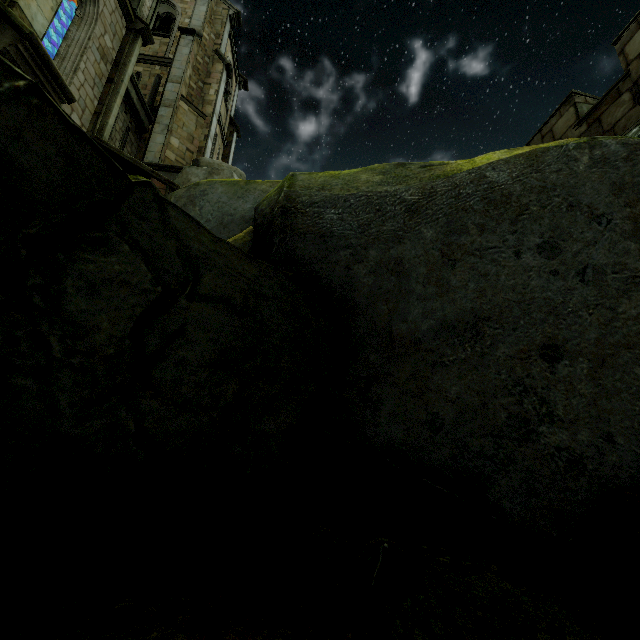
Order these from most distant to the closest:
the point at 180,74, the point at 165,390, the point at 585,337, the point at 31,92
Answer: the point at 180,74
the point at 585,337
the point at 165,390
the point at 31,92

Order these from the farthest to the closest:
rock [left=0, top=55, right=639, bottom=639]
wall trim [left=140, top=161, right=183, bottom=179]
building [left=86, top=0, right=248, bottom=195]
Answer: wall trim [left=140, top=161, right=183, bottom=179]
building [left=86, top=0, right=248, bottom=195]
rock [left=0, top=55, right=639, bottom=639]

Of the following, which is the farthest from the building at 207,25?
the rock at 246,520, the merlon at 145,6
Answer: the merlon at 145,6

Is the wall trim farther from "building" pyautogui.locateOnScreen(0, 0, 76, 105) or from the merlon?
the merlon

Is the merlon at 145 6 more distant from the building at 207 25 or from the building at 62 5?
the building at 207 25

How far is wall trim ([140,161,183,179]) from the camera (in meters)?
14.06

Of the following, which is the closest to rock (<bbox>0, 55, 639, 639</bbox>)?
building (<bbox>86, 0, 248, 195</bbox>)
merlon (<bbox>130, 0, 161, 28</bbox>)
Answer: building (<bbox>86, 0, 248, 195</bbox>)

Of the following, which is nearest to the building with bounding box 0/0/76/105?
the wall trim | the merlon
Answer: the merlon
